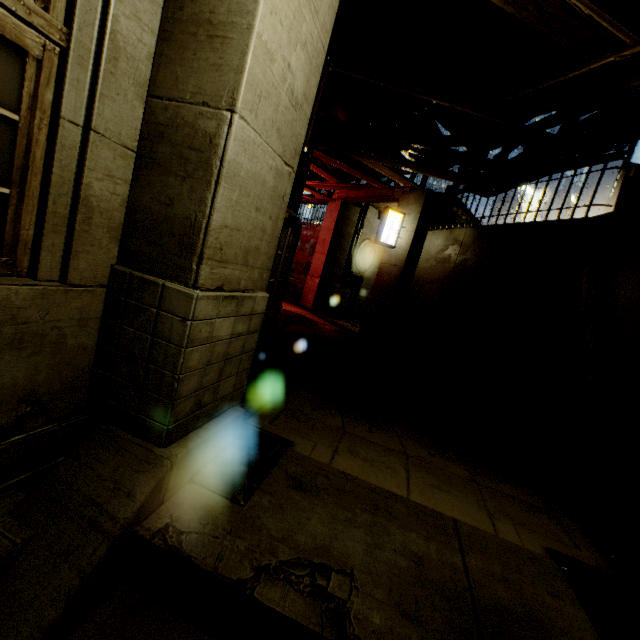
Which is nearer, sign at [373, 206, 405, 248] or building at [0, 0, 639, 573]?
building at [0, 0, 639, 573]

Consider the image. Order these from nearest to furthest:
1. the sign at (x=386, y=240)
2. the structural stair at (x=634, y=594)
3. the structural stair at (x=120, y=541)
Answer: the structural stair at (x=120, y=541) < the structural stair at (x=634, y=594) < the sign at (x=386, y=240)

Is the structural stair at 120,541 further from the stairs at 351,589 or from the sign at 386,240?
the sign at 386,240

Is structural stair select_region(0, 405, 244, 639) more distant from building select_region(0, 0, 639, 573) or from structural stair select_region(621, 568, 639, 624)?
structural stair select_region(621, 568, 639, 624)

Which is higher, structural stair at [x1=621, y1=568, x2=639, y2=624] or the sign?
the sign

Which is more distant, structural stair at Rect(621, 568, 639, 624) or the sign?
the sign

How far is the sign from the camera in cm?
1024

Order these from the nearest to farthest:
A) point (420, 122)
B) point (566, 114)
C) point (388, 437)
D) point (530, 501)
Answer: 1. point (530, 501)
2. point (388, 437)
3. point (566, 114)
4. point (420, 122)
